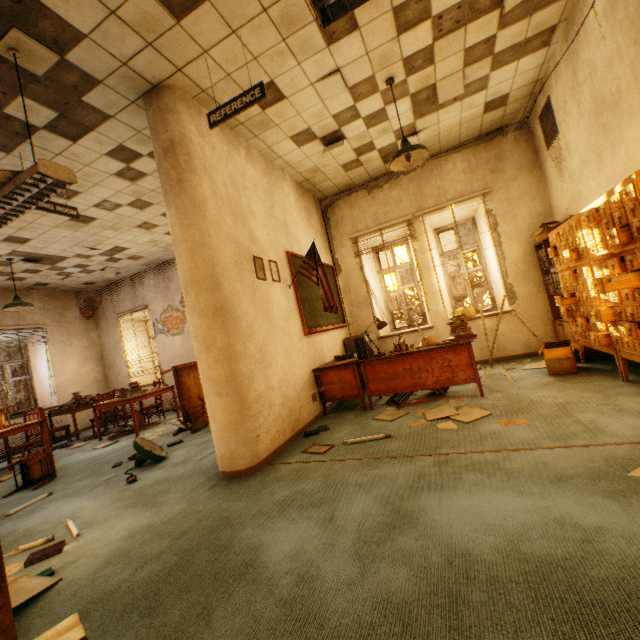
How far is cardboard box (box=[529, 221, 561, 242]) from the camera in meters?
4.8 m

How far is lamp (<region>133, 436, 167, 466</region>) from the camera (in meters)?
4.08

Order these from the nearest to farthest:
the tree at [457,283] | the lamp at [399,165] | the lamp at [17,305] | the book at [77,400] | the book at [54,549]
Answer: the book at [54,549]
the lamp at [399,165]
the lamp at [17,305]
the book at [77,400]
the tree at [457,283]

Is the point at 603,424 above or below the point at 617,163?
below

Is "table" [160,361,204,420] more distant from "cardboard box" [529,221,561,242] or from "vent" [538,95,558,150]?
"vent" [538,95,558,150]

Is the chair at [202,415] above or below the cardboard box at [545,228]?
below

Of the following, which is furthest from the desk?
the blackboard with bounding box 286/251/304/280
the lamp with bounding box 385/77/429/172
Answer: the lamp with bounding box 385/77/429/172

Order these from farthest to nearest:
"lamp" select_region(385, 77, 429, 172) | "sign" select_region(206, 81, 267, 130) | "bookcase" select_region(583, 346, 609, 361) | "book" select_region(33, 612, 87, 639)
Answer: "bookcase" select_region(583, 346, 609, 361) → "lamp" select_region(385, 77, 429, 172) → "sign" select_region(206, 81, 267, 130) → "book" select_region(33, 612, 87, 639)
